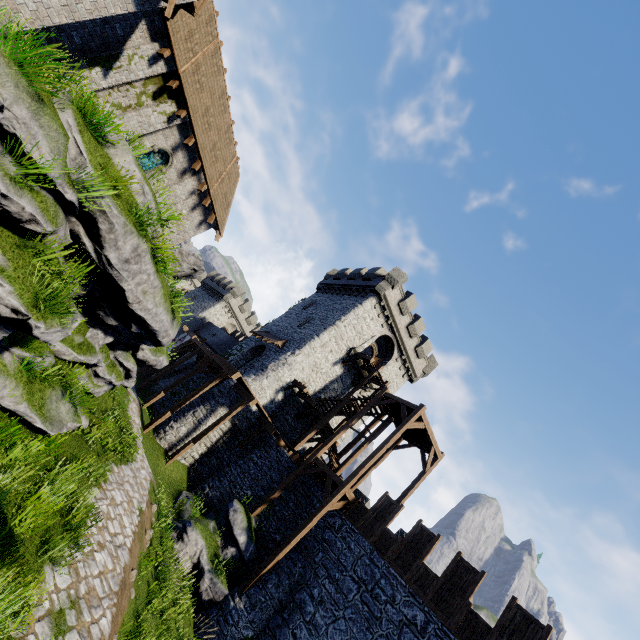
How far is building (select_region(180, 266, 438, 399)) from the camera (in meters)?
26.56

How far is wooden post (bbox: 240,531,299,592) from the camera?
13.4 meters

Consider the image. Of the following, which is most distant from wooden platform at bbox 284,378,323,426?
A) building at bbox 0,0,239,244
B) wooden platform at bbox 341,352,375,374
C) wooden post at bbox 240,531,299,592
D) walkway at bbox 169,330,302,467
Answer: building at bbox 0,0,239,244

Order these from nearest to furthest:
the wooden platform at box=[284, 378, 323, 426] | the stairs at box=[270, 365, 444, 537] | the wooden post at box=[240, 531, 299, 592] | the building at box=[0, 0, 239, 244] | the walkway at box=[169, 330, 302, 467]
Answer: the building at box=[0, 0, 239, 244]
the wooden post at box=[240, 531, 299, 592]
the stairs at box=[270, 365, 444, 537]
the walkway at box=[169, 330, 302, 467]
the wooden platform at box=[284, 378, 323, 426]

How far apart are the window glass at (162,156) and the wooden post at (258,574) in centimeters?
1839cm

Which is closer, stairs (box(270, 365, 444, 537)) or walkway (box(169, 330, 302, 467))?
stairs (box(270, 365, 444, 537))

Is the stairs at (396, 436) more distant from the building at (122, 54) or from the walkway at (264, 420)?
the building at (122, 54)

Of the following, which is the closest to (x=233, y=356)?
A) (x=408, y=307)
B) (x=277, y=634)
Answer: (x=408, y=307)
